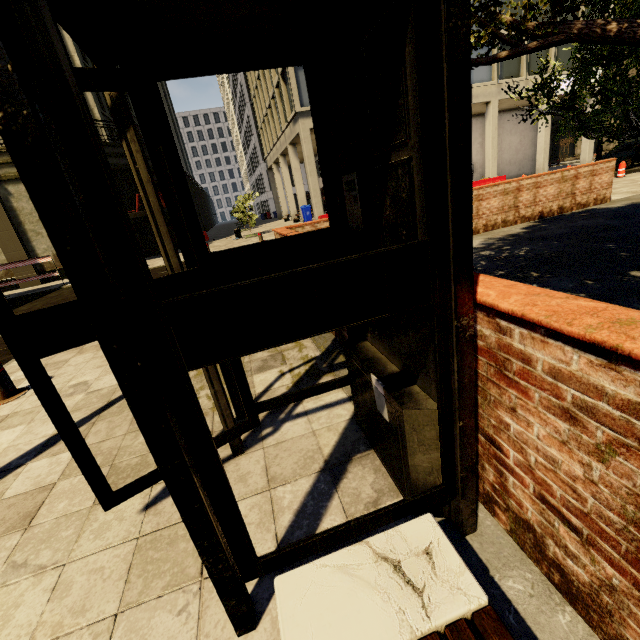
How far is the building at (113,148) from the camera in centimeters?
1887cm

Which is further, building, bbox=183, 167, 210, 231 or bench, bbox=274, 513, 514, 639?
building, bbox=183, 167, 210, 231

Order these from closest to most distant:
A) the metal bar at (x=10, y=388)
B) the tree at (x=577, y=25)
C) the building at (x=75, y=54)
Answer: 1. the tree at (x=577, y=25)
2. the metal bar at (x=10, y=388)
3. the building at (x=75, y=54)

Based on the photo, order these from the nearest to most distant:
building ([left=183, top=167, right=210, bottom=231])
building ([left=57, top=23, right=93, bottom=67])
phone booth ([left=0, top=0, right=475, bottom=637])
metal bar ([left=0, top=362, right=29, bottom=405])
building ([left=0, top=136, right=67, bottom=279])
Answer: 1. phone booth ([left=0, top=0, right=475, bottom=637])
2. metal bar ([left=0, top=362, right=29, bottom=405])
3. building ([left=0, top=136, right=67, bottom=279])
4. building ([left=57, top=23, right=93, bottom=67])
5. building ([left=183, top=167, right=210, bottom=231])

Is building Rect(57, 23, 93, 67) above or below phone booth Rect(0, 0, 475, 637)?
above

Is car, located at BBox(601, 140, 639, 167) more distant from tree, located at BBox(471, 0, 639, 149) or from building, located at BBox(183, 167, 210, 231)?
tree, located at BBox(471, 0, 639, 149)

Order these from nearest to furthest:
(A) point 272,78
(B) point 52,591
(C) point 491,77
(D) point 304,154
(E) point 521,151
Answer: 1. (B) point 52,591
2. (D) point 304,154
3. (C) point 491,77
4. (A) point 272,78
5. (E) point 521,151

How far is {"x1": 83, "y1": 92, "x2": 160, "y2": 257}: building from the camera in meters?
18.9
